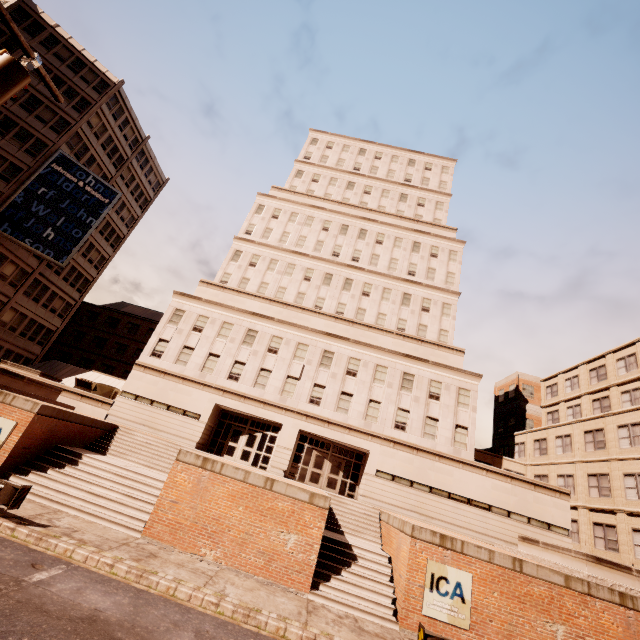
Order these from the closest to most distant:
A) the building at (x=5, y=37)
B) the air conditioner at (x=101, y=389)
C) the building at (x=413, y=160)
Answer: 1. the building at (x=413, y=160)
2. the air conditioner at (x=101, y=389)
3. the building at (x=5, y=37)

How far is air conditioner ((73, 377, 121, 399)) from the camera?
27.1m

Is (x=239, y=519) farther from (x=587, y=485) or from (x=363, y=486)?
(x=587, y=485)

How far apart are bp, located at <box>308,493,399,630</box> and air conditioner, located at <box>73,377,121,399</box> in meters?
21.8

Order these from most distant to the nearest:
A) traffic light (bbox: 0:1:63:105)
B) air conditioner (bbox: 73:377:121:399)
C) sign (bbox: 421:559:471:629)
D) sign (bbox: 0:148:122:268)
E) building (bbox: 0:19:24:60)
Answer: building (bbox: 0:19:24:60), sign (bbox: 0:148:122:268), air conditioner (bbox: 73:377:121:399), sign (bbox: 421:559:471:629), traffic light (bbox: 0:1:63:105)

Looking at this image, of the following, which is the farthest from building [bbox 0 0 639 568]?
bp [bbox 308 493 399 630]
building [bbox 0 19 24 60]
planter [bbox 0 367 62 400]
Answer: bp [bbox 308 493 399 630]

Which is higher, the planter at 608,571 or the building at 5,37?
the building at 5,37

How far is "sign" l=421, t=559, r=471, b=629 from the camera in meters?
12.0
